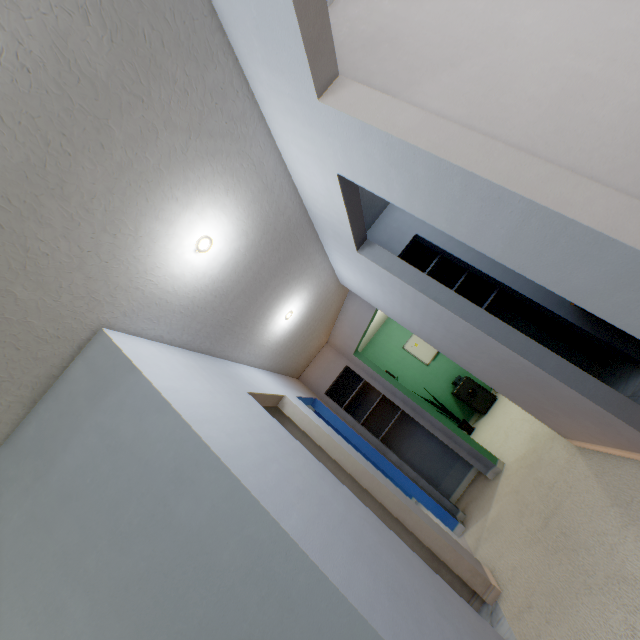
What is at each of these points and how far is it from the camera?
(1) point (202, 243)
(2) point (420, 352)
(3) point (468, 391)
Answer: (1) lamp, 1.62m
(2) whiteboard, 6.54m
(3) safe, 5.78m

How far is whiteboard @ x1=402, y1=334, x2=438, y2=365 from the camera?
6.5m

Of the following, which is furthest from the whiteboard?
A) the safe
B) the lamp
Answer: the lamp

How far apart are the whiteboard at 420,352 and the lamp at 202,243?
5.58m

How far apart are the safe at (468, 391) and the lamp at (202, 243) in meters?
5.4 m

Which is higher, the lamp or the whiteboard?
the lamp

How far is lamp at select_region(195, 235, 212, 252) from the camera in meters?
1.6 m

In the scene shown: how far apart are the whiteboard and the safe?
0.73m
